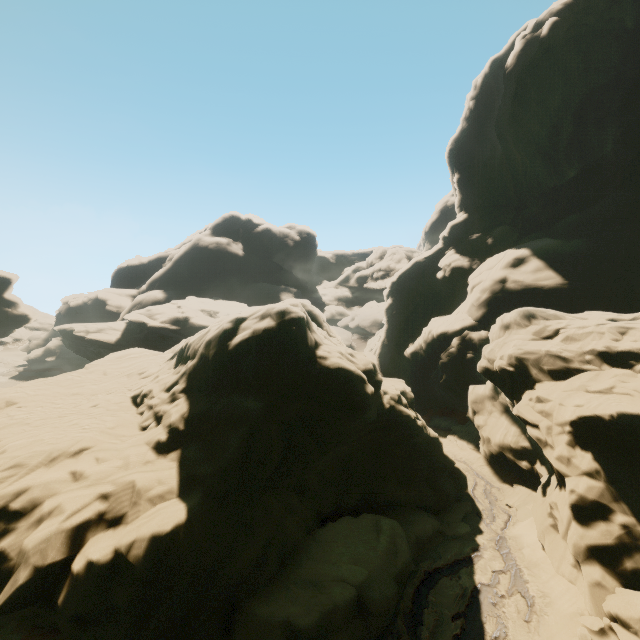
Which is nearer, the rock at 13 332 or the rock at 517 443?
the rock at 517 443

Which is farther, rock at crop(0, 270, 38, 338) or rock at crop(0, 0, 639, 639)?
rock at crop(0, 270, 38, 338)

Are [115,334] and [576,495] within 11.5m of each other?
no
